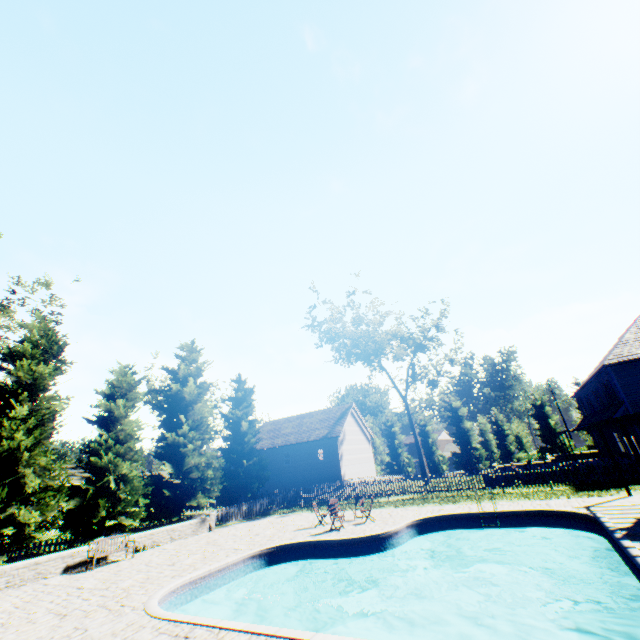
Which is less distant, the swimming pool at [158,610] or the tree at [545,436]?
the swimming pool at [158,610]

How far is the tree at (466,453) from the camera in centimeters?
4656cm

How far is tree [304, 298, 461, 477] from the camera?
34.1m

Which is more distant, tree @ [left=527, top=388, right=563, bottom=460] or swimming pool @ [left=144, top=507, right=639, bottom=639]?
tree @ [left=527, top=388, right=563, bottom=460]

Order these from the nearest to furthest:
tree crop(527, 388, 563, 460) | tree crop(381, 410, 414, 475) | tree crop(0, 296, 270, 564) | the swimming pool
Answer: the swimming pool, tree crop(0, 296, 270, 564), tree crop(527, 388, 563, 460), tree crop(381, 410, 414, 475)

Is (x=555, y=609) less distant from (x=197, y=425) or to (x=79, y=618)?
(x=79, y=618)

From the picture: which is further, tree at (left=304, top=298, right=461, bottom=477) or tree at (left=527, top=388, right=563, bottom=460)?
tree at (left=527, top=388, right=563, bottom=460)

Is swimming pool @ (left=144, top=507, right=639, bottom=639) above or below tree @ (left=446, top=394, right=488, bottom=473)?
below
